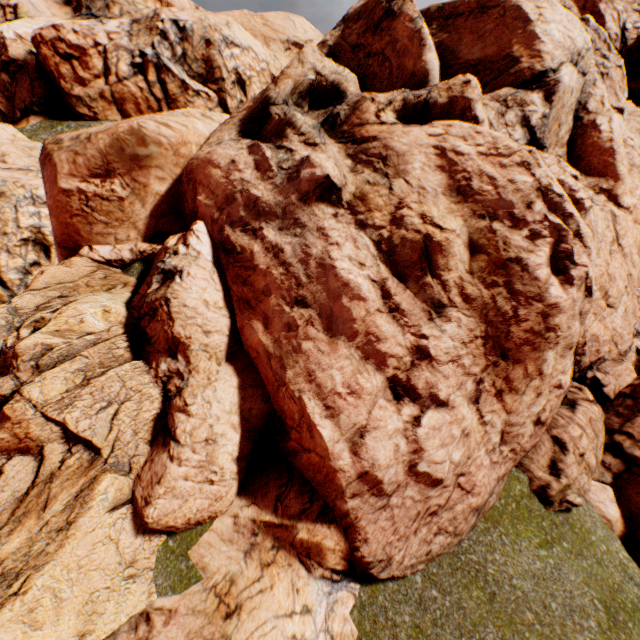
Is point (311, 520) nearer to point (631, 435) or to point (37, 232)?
point (631, 435)
